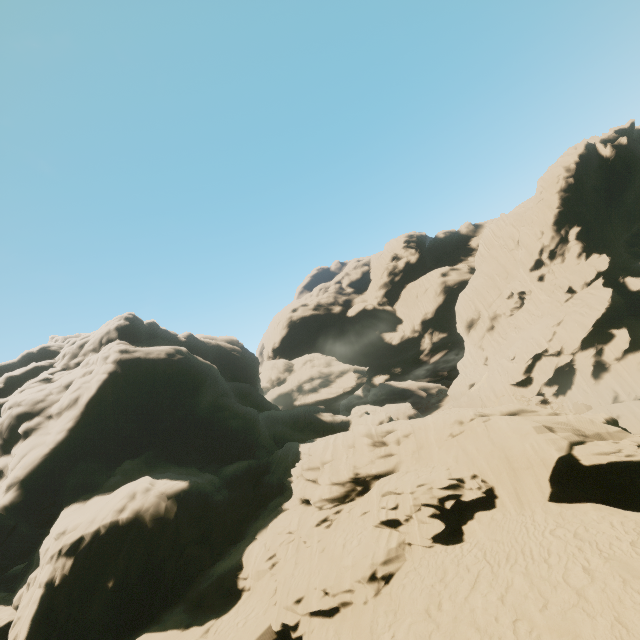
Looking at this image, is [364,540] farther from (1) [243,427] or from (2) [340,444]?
(1) [243,427]
